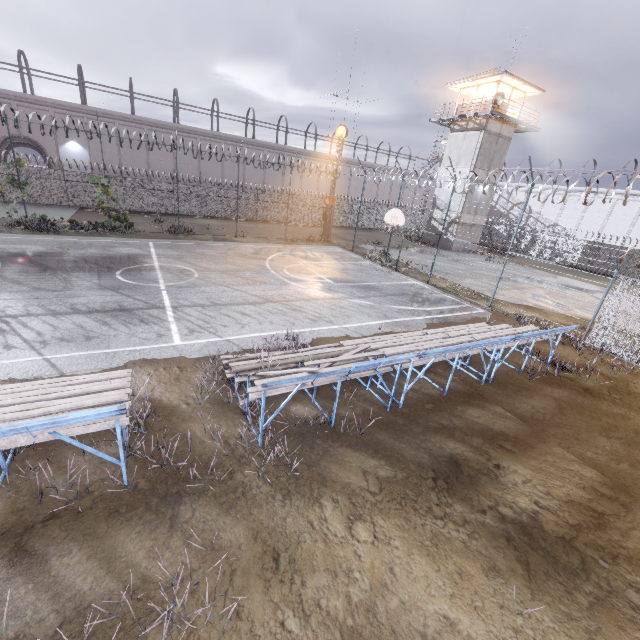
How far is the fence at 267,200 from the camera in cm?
2564

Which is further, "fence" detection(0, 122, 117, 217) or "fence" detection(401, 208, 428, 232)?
"fence" detection(401, 208, 428, 232)

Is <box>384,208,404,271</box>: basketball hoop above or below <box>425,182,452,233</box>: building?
below

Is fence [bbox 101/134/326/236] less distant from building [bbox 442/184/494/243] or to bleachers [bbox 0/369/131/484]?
bleachers [bbox 0/369/131/484]

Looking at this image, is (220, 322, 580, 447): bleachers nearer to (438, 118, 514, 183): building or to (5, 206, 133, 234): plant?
(5, 206, 133, 234): plant

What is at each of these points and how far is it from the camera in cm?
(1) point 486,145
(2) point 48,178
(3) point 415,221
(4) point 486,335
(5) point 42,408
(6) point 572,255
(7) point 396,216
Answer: (1) building, 2916
(2) fence, 1806
(3) fence, 4481
(4) bleachers, 925
(5) bleachers, 446
(6) fence, 3316
(7) basketball hoop, 1855

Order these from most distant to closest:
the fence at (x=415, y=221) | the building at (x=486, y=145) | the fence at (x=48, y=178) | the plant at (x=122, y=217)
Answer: the fence at (x=415, y=221)
the building at (x=486, y=145)
the fence at (x=48, y=178)
the plant at (x=122, y=217)

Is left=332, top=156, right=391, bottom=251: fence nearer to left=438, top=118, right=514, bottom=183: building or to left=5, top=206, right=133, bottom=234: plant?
left=5, top=206, right=133, bottom=234: plant
